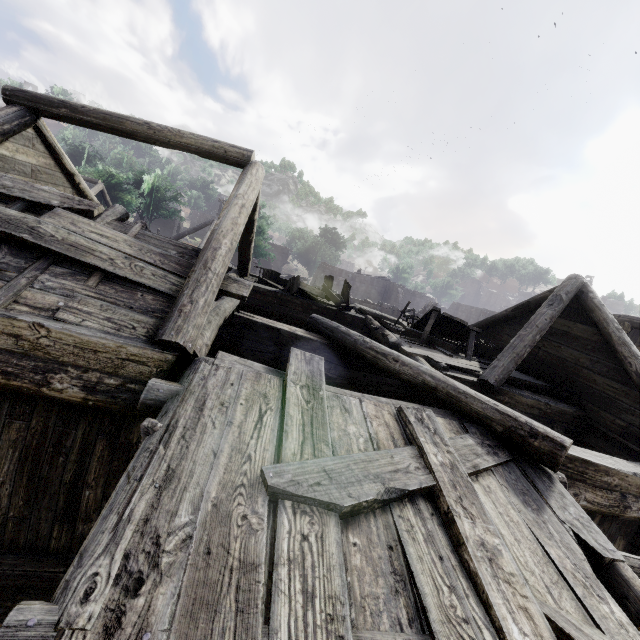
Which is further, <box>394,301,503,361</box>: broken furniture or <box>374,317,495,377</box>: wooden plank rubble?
<box>394,301,503,361</box>: broken furniture

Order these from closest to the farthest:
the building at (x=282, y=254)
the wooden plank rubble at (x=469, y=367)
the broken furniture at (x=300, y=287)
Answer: the wooden plank rubble at (x=469, y=367), the broken furniture at (x=300, y=287), the building at (x=282, y=254)

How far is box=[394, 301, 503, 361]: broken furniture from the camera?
8.83m

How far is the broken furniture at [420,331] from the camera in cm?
883

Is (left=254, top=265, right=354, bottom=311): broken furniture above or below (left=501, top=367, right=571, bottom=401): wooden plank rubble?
above

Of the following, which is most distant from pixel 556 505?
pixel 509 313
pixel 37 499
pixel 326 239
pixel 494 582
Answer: pixel 326 239
